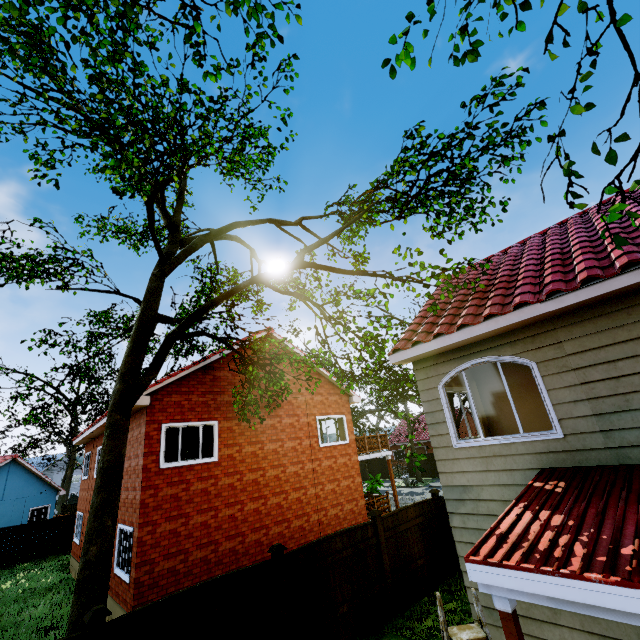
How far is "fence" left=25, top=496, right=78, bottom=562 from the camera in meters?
20.3 m

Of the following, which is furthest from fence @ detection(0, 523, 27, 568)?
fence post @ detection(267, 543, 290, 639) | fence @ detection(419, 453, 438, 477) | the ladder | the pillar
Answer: fence @ detection(419, 453, 438, 477)

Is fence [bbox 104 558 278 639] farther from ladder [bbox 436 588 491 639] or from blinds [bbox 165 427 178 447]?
blinds [bbox 165 427 178 447]

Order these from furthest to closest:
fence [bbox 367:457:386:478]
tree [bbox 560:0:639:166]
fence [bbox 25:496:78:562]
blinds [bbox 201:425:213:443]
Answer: fence [bbox 367:457:386:478]
fence [bbox 25:496:78:562]
blinds [bbox 201:425:213:443]
tree [bbox 560:0:639:166]

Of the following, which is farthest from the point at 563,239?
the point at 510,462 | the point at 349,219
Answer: the point at 349,219

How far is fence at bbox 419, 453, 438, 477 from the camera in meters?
34.3

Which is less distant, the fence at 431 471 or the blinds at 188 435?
the blinds at 188 435

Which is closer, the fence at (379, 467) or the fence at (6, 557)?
the fence at (6, 557)
